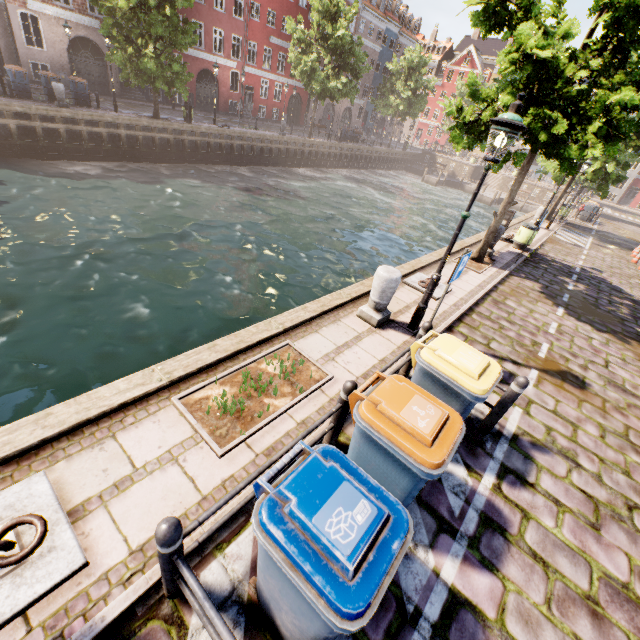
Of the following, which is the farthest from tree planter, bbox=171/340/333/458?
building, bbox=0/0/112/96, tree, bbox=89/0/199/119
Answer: building, bbox=0/0/112/96

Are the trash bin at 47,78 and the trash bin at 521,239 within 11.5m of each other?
no

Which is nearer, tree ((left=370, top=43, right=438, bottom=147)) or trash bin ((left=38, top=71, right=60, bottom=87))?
trash bin ((left=38, top=71, right=60, bottom=87))

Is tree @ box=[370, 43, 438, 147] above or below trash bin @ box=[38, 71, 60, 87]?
above

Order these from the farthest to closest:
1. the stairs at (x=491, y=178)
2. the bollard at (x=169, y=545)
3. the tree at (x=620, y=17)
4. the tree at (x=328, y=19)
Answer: the stairs at (x=491, y=178)
the tree at (x=328, y=19)
the tree at (x=620, y=17)
the bollard at (x=169, y=545)

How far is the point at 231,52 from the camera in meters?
30.5

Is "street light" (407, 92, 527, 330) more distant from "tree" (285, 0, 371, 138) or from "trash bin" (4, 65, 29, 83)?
"trash bin" (4, 65, 29, 83)

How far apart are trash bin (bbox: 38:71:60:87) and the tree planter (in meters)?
23.06
